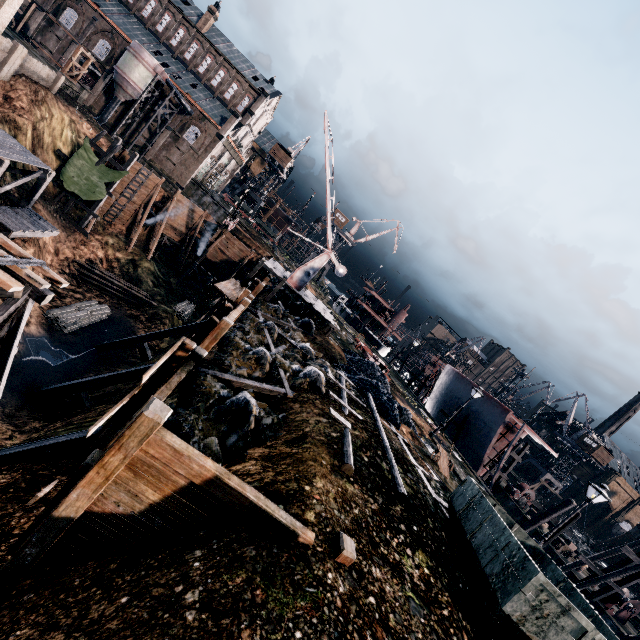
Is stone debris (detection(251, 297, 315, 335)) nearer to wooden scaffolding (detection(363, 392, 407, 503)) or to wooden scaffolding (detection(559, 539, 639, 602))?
wooden scaffolding (detection(363, 392, 407, 503))

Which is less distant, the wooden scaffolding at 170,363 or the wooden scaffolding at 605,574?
the wooden scaffolding at 170,363

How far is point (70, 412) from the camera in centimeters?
1903cm

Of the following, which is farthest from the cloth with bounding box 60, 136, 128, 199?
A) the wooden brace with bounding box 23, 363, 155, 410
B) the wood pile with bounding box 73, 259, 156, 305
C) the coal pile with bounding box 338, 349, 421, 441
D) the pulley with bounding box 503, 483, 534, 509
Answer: the pulley with bounding box 503, 483, 534, 509

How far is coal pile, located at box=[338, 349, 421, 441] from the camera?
A: 20.0m

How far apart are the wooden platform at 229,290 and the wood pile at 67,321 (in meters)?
13.42

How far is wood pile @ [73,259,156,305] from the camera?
32.8 meters

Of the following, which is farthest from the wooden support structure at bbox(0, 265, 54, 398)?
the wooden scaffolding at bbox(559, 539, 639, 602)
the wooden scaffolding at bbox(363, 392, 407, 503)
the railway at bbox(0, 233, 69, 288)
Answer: the wooden scaffolding at bbox(559, 539, 639, 602)
